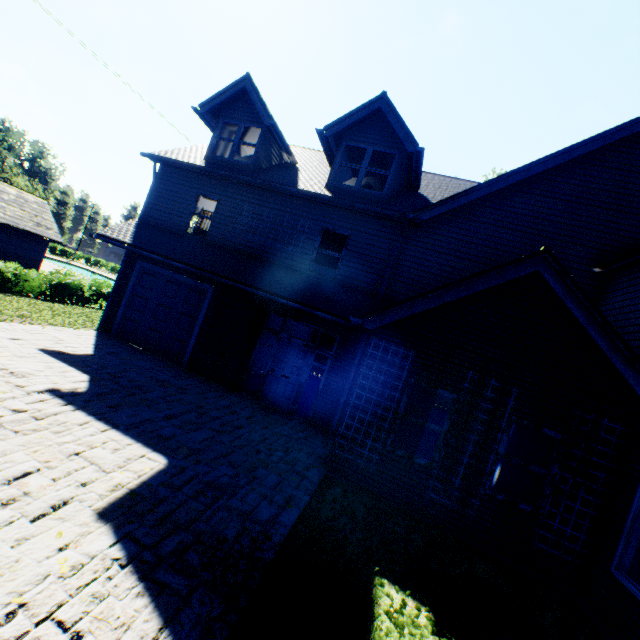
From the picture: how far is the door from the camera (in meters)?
10.17

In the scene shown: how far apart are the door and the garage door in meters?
3.0

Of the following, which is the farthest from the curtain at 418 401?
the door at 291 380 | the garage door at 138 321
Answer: the garage door at 138 321

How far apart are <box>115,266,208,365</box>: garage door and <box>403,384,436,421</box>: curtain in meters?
7.5 m

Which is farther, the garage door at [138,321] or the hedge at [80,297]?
the hedge at [80,297]

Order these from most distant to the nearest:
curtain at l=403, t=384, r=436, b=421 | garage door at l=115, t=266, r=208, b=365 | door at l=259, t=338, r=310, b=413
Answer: garage door at l=115, t=266, r=208, b=365
door at l=259, t=338, r=310, b=413
curtain at l=403, t=384, r=436, b=421

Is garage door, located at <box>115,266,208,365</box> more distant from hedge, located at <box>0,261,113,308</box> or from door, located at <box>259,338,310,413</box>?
hedge, located at <box>0,261,113,308</box>

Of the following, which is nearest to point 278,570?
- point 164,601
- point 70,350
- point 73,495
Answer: point 164,601
